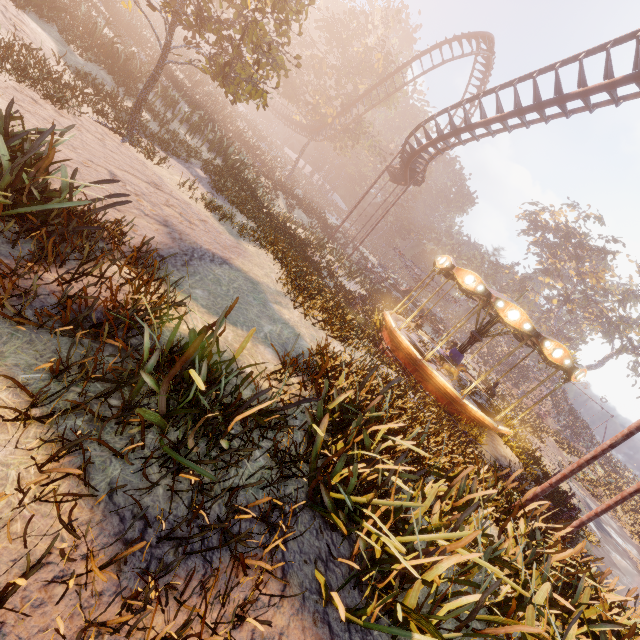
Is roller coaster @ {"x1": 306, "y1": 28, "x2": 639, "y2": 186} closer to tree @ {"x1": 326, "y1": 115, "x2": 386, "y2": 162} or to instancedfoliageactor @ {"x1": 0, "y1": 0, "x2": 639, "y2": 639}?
tree @ {"x1": 326, "y1": 115, "x2": 386, "y2": 162}

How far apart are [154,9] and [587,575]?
15.03m

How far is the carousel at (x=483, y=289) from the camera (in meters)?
11.48

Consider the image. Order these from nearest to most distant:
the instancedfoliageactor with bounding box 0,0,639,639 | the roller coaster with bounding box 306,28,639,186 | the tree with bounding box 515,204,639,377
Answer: the instancedfoliageactor with bounding box 0,0,639,639, the roller coaster with bounding box 306,28,639,186, the tree with bounding box 515,204,639,377

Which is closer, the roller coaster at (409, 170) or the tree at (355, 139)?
the roller coaster at (409, 170)

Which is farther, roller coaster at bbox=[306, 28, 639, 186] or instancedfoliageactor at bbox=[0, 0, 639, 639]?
roller coaster at bbox=[306, 28, 639, 186]

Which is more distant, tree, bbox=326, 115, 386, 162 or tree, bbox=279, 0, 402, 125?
tree, bbox=326, 115, 386, 162

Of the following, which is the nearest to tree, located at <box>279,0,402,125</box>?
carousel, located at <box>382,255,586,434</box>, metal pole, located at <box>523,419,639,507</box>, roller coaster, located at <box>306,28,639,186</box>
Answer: roller coaster, located at <box>306,28,639,186</box>
